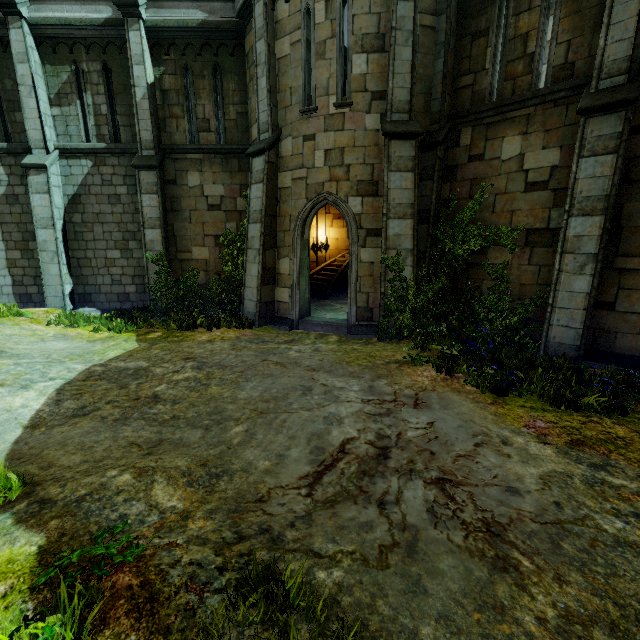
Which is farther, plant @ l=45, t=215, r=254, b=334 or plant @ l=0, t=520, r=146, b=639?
plant @ l=45, t=215, r=254, b=334

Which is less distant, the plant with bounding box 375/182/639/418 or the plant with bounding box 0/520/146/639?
the plant with bounding box 0/520/146/639

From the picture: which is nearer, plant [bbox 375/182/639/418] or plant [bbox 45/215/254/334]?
plant [bbox 375/182/639/418]

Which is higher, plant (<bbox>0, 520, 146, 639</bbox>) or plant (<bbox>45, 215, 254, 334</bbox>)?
plant (<bbox>0, 520, 146, 639</bbox>)

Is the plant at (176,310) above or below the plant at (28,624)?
below

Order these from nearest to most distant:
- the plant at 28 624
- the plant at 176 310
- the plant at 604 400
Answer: the plant at 28 624, the plant at 604 400, the plant at 176 310

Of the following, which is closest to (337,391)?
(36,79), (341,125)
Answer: (341,125)

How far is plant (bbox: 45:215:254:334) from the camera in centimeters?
963cm
